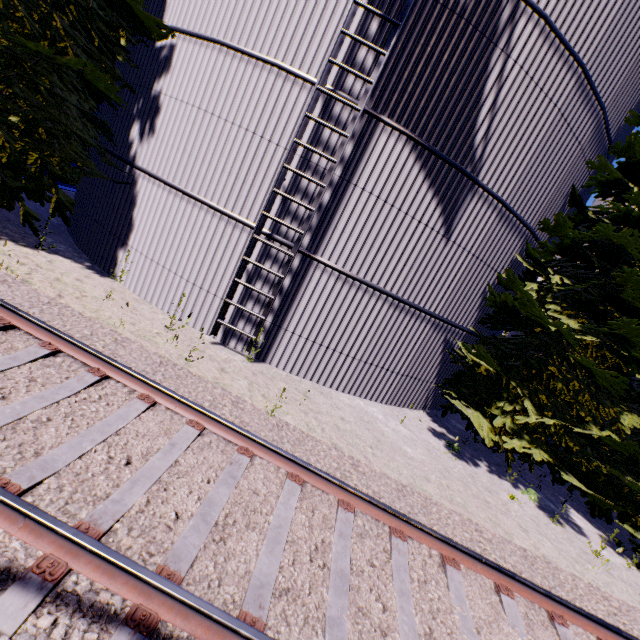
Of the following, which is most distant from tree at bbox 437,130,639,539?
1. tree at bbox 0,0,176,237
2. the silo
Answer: tree at bbox 0,0,176,237

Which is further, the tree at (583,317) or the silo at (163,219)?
the tree at (583,317)

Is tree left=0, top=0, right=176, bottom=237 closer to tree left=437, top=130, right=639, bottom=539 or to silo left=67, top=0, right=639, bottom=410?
silo left=67, top=0, right=639, bottom=410

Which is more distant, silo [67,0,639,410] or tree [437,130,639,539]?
tree [437,130,639,539]

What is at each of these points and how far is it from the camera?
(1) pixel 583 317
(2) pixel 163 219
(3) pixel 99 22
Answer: (1) tree, 8.01m
(2) silo, 7.54m
(3) tree, 7.29m

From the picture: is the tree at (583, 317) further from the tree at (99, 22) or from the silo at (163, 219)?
the tree at (99, 22)
